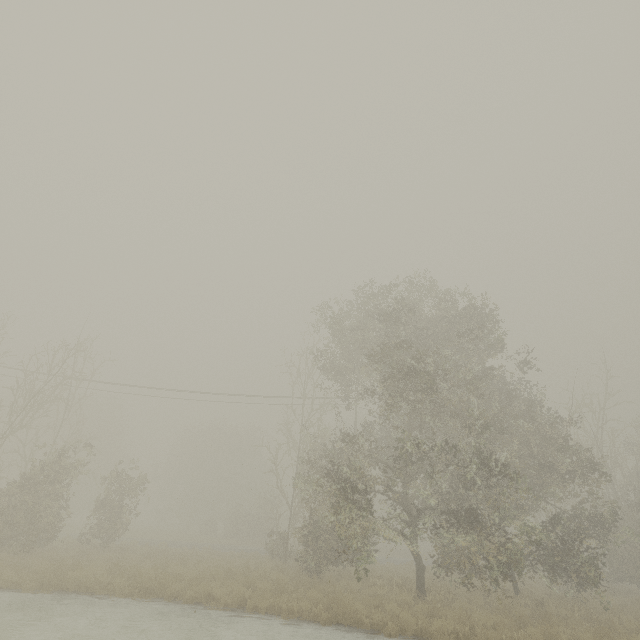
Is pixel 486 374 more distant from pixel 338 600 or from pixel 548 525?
pixel 338 600
